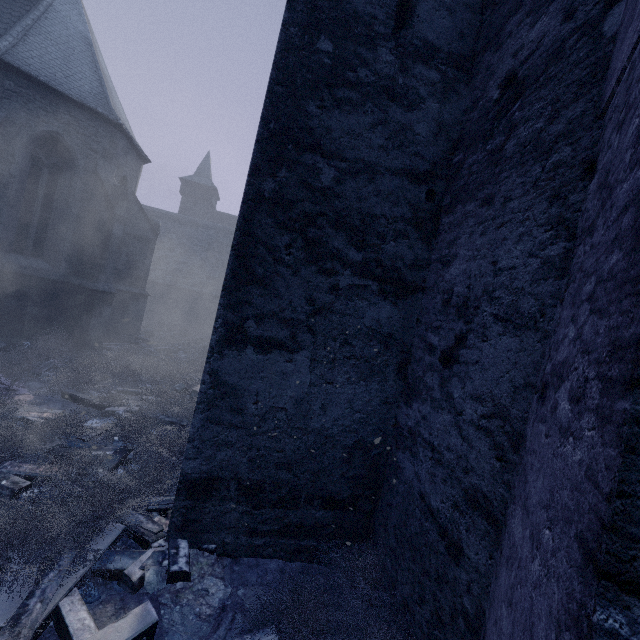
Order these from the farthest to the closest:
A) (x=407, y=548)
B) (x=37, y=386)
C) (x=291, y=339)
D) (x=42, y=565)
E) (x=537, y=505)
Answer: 1. (x=37, y=386)
2. (x=291, y=339)
3. (x=407, y=548)
4. (x=42, y=565)
5. (x=537, y=505)

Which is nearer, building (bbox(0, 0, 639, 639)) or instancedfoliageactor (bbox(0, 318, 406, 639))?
building (bbox(0, 0, 639, 639))

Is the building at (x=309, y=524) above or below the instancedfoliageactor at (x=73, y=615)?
above

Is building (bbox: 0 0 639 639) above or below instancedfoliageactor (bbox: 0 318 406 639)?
Answer: above

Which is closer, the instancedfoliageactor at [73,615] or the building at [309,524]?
the building at [309,524]
